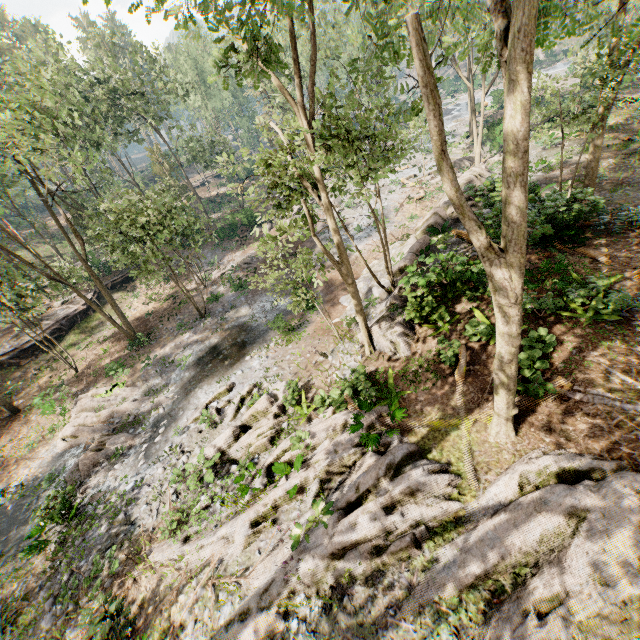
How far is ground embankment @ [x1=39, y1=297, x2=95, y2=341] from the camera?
27.45m

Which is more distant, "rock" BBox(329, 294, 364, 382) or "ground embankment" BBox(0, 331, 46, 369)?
"ground embankment" BBox(0, 331, 46, 369)

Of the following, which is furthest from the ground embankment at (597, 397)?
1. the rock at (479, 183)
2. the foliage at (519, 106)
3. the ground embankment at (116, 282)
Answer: the ground embankment at (116, 282)

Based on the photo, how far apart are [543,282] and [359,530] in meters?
11.0

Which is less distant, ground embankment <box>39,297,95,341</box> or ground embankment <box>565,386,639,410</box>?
ground embankment <box>565,386,639,410</box>

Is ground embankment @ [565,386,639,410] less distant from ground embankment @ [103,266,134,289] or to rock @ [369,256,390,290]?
rock @ [369,256,390,290]

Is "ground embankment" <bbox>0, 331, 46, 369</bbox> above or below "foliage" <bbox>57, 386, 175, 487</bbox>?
above

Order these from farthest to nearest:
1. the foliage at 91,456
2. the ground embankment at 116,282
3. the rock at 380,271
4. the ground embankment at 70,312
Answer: the ground embankment at 116,282, the ground embankment at 70,312, the rock at 380,271, the foliage at 91,456
